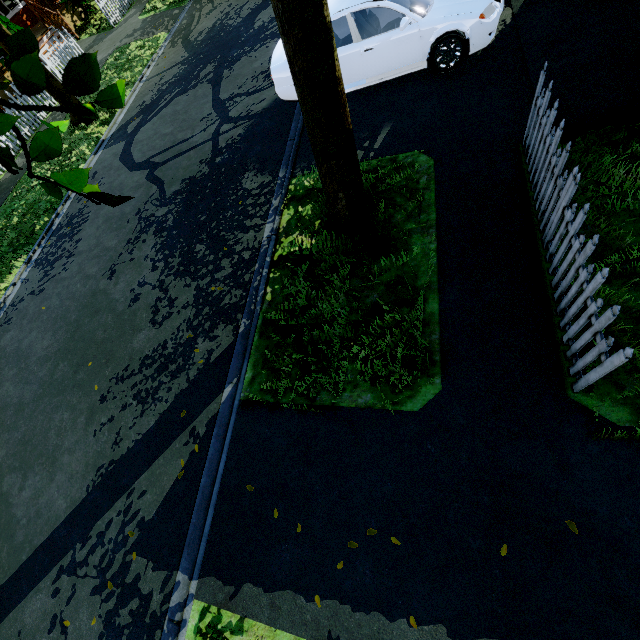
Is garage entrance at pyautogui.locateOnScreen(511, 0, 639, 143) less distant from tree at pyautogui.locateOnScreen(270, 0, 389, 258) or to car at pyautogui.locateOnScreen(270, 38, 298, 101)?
car at pyautogui.locateOnScreen(270, 38, 298, 101)

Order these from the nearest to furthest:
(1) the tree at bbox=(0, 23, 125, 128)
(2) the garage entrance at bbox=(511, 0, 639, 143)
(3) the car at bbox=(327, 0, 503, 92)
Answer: (1) the tree at bbox=(0, 23, 125, 128) → (2) the garage entrance at bbox=(511, 0, 639, 143) → (3) the car at bbox=(327, 0, 503, 92)

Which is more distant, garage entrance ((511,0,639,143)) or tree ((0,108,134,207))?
garage entrance ((511,0,639,143))

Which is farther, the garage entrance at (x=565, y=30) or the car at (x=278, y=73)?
the car at (x=278, y=73)

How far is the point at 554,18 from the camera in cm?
571

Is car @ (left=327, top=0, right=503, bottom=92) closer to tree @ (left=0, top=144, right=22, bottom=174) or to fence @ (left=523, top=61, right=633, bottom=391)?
fence @ (left=523, top=61, right=633, bottom=391)

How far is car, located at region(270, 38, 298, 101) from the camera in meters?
6.8 m

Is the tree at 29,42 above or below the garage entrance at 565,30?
above
